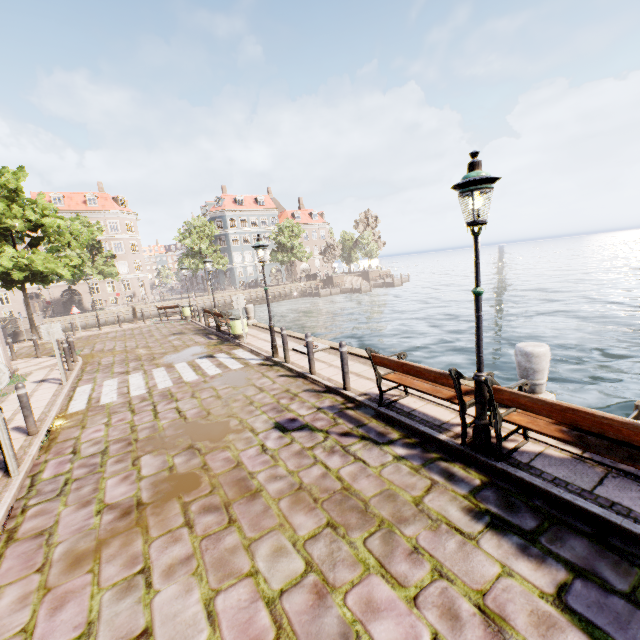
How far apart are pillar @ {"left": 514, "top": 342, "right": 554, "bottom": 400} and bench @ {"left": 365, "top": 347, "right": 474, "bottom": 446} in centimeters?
91cm

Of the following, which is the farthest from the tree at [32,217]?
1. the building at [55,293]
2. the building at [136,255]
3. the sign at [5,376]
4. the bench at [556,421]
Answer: the bench at [556,421]

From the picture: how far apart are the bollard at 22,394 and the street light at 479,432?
8.4m

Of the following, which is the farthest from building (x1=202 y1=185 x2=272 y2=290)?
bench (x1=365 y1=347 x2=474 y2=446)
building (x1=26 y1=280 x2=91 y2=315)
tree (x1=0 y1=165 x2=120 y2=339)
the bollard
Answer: bench (x1=365 y1=347 x2=474 y2=446)

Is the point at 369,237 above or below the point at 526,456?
above

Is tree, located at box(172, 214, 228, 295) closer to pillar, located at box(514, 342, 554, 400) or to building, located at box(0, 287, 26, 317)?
building, located at box(0, 287, 26, 317)

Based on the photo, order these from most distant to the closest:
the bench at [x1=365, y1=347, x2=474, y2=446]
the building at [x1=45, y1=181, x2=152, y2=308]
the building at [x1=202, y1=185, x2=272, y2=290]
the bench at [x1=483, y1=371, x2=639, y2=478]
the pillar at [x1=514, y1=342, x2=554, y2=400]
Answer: the building at [x1=202, y1=185, x2=272, y2=290] < the building at [x1=45, y1=181, x2=152, y2=308] < the pillar at [x1=514, y1=342, x2=554, y2=400] < the bench at [x1=365, y1=347, x2=474, y2=446] < the bench at [x1=483, y1=371, x2=639, y2=478]

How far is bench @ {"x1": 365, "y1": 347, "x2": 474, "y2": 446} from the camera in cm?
450
